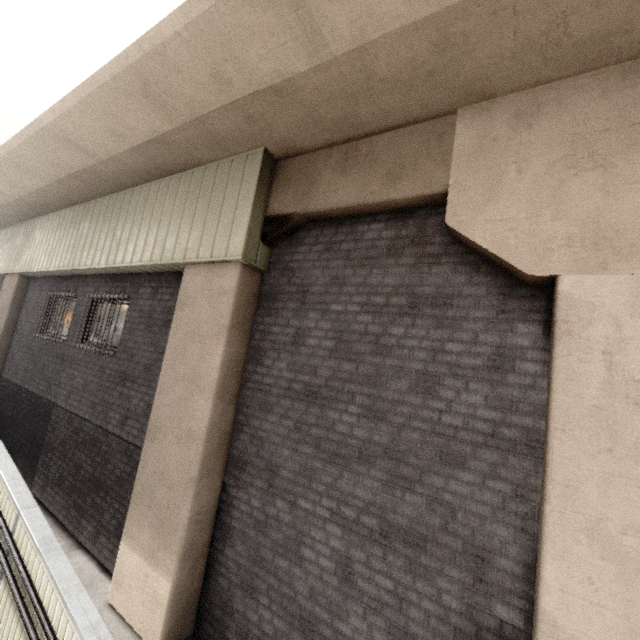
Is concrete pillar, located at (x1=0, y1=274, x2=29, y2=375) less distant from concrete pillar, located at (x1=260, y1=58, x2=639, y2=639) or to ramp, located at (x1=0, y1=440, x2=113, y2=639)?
ramp, located at (x1=0, y1=440, x2=113, y2=639)

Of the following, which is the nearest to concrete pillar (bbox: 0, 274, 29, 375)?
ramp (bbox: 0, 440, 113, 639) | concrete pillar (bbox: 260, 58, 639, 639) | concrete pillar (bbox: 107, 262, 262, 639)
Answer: ramp (bbox: 0, 440, 113, 639)

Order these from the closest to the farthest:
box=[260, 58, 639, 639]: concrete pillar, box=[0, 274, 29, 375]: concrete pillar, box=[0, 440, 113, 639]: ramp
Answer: box=[260, 58, 639, 639]: concrete pillar
box=[0, 440, 113, 639]: ramp
box=[0, 274, 29, 375]: concrete pillar

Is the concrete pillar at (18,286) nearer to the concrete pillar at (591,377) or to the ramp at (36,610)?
the ramp at (36,610)

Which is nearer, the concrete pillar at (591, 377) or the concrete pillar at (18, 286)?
the concrete pillar at (591, 377)

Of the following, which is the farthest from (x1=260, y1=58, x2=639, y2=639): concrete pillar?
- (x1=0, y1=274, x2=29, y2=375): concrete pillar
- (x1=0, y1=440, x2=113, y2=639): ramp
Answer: (x1=0, y1=274, x2=29, y2=375): concrete pillar

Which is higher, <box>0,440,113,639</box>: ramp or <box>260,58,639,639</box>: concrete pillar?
<box>260,58,639,639</box>: concrete pillar

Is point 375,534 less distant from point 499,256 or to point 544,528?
point 544,528
